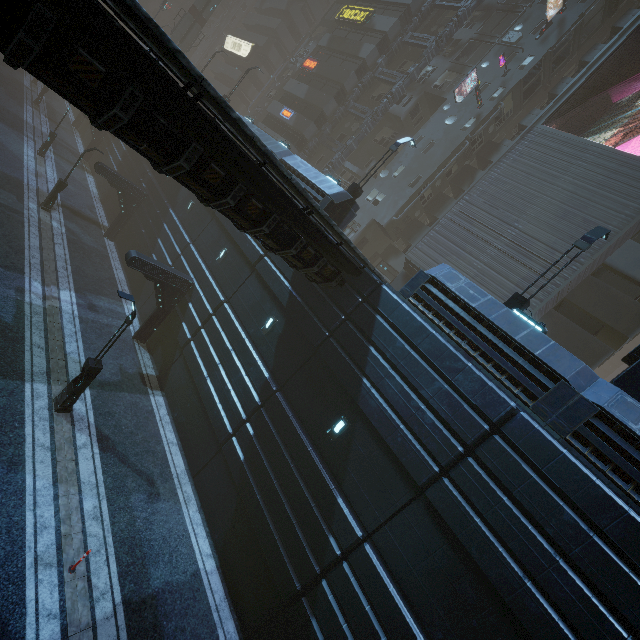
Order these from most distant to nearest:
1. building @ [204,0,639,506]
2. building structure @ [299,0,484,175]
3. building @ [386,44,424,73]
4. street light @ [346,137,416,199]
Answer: building @ [386,44,424,73] → building structure @ [299,0,484,175] → street light @ [346,137,416,199] → building @ [204,0,639,506]

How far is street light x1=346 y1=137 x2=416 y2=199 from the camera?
17.52m

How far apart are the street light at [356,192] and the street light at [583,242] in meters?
9.7

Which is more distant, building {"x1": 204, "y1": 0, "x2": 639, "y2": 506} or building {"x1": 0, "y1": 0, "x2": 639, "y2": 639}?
building {"x1": 204, "y1": 0, "x2": 639, "y2": 506}

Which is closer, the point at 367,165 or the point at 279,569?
the point at 279,569

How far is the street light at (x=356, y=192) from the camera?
17.5 meters

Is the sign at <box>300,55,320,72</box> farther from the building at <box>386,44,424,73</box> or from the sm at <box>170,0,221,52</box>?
the sm at <box>170,0,221,52</box>

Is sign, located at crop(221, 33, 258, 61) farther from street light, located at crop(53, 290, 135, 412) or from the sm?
street light, located at crop(53, 290, 135, 412)
